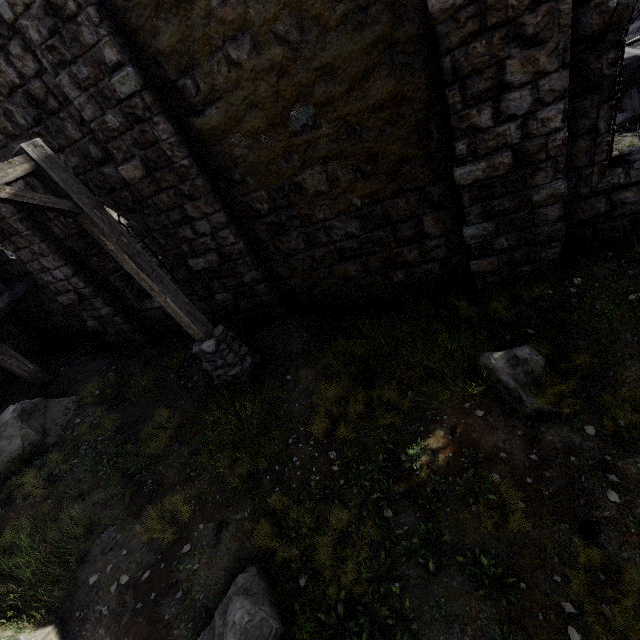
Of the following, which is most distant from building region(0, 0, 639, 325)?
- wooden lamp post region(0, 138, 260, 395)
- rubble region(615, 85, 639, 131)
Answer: wooden lamp post region(0, 138, 260, 395)

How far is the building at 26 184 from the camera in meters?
6.6

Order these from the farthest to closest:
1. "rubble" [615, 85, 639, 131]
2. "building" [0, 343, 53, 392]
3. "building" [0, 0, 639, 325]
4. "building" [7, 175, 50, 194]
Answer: "building" [0, 343, 53, 392]
"rubble" [615, 85, 639, 131]
"building" [7, 175, 50, 194]
"building" [0, 0, 639, 325]

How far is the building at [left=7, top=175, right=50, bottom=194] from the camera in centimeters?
659cm

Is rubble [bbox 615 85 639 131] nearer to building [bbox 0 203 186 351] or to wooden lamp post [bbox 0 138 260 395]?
building [bbox 0 203 186 351]

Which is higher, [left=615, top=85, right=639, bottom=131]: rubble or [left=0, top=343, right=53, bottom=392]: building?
[left=0, top=343, right=53, bottom=392]: building

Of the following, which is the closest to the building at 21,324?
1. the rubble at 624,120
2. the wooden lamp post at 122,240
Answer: the rubble at 624,120

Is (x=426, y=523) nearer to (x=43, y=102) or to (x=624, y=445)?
(x=624, y=445)
